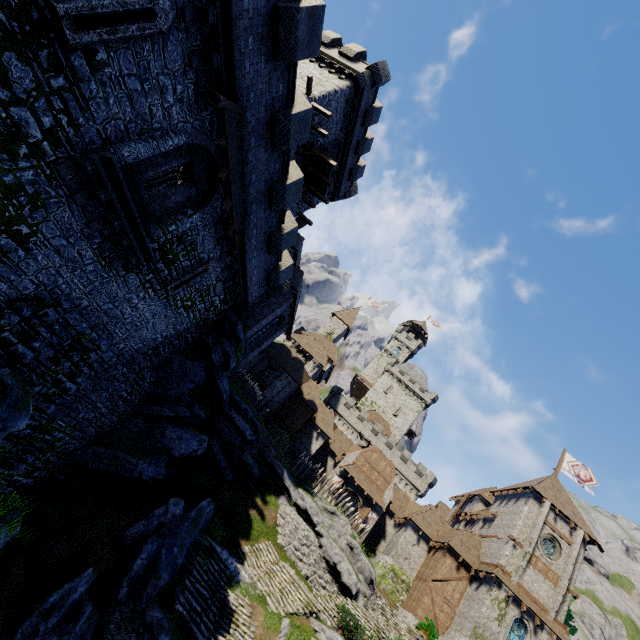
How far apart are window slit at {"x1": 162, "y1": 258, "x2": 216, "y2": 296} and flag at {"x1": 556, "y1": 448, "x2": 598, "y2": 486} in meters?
42.0

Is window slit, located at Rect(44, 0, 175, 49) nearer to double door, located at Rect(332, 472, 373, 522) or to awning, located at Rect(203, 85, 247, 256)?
awning, located at Rect(203, 85, 247, 256)

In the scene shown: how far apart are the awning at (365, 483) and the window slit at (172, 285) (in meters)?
26.96

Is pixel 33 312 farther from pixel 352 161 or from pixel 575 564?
pixel 575 564

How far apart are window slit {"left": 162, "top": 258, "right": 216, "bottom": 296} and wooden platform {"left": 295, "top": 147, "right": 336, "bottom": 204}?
12.3m

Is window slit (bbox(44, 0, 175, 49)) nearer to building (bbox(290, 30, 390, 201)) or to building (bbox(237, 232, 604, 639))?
building (bbox(290, 30, 390, 201))

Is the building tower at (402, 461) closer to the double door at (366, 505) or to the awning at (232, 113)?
the double door at (366, 505)

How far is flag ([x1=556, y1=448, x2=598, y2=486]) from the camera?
35.7 meters
